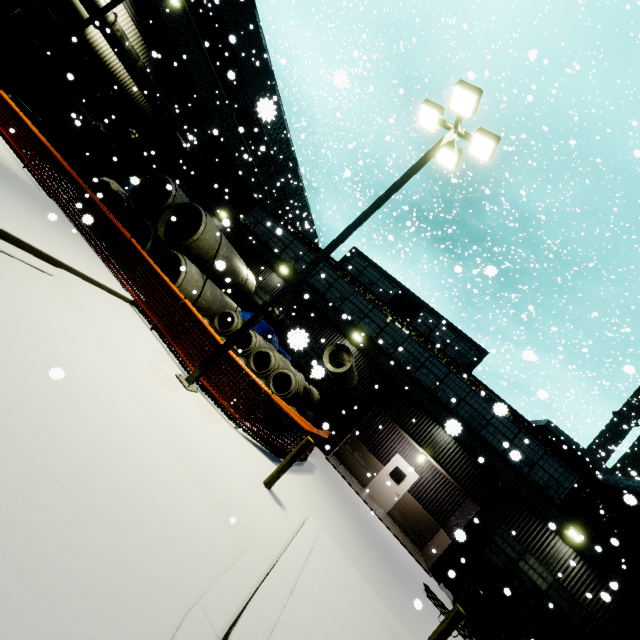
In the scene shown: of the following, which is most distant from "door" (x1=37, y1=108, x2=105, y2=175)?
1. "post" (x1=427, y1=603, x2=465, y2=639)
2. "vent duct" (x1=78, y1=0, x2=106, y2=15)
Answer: "post" (x1=427, y1=603, x2=465, y2=639)

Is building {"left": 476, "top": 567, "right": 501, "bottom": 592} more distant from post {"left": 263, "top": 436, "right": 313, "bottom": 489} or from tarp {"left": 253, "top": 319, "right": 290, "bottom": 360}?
post {"left": 263, "top": 436, "right": 313, "bottom": 489}

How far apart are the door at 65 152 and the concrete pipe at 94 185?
4.9m

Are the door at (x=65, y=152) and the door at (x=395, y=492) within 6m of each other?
no

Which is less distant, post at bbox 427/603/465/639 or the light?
post at bbox 427/603/465/639

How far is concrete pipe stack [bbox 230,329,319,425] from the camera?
11.1 meters

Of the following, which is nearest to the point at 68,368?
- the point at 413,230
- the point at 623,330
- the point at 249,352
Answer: the point at 249,352

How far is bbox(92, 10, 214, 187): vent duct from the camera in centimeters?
1456cm
